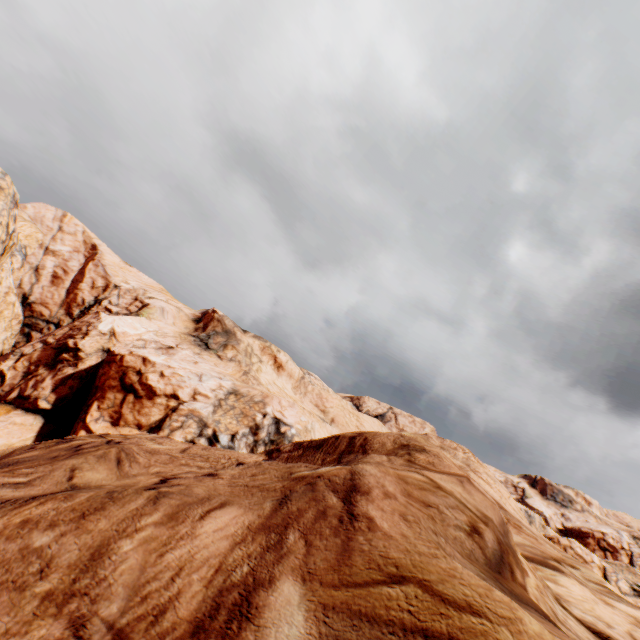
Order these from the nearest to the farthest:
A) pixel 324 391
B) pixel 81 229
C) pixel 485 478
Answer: pixel 485 478 → pixel 81 229 → pixel 324 391
